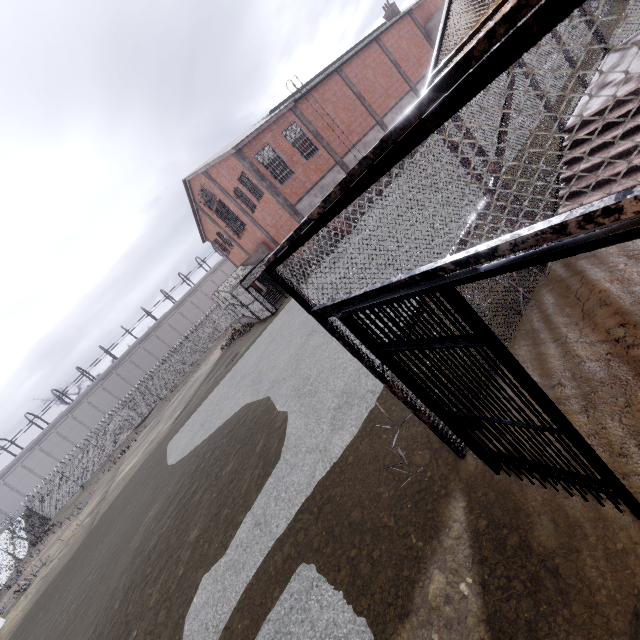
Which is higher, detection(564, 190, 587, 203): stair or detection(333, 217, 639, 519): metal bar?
detection(333, 217, 639, 519): metal bar

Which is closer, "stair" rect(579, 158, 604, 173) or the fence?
"stair" rect(579, 158, 604, 173)

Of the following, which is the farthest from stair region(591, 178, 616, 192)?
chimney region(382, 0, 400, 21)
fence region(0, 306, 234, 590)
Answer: chimney region(382, 0, 400, 21)

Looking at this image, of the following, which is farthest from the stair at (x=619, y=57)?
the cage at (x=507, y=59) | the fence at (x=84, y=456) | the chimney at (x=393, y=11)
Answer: the chimney at (x=393, y=11)

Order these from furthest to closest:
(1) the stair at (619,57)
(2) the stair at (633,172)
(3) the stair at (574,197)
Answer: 1. (1) the stair at (619,57)
2. (3) the stair at (574,197)
3. (2) the stair at (633,172)

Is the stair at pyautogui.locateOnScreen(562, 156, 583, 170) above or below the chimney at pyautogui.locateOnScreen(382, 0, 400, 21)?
below

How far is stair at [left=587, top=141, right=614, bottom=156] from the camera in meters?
4.6

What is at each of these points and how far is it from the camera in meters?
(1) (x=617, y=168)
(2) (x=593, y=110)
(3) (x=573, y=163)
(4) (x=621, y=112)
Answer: (1) stair, 4.3
(2) stair, 5.0
(3) stair, 5.1
(4) stair, 4.6
